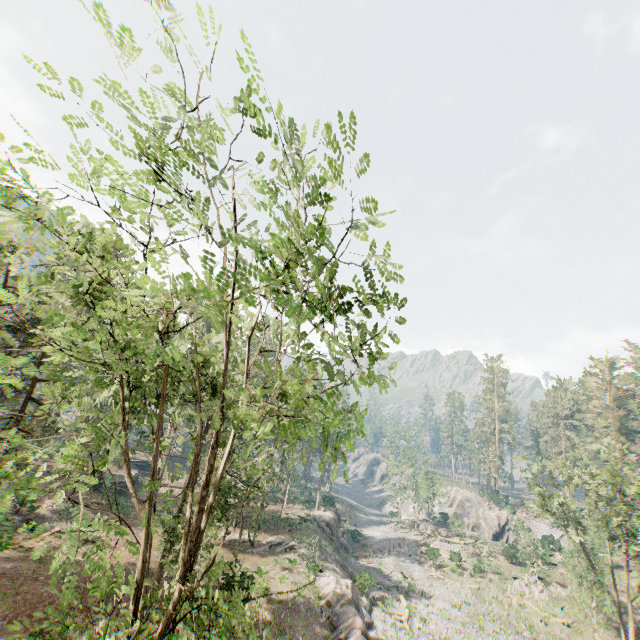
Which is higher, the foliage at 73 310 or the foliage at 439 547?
the foliage at 73 310

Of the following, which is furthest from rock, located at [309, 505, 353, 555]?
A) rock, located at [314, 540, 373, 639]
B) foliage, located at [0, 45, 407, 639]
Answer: foliage, located at [0, 45, 407, 639]

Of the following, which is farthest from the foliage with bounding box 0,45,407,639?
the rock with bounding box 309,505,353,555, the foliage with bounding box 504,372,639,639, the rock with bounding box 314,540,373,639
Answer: the rock with bounding box 309,505,353,555

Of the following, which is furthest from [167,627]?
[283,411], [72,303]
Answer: [283,411]

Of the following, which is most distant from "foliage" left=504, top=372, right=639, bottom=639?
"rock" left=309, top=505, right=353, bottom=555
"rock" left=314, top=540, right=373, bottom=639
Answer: "rock" left=309, top=505, right=353, bottom=555

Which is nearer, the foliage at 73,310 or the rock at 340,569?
the foliage at 73,310

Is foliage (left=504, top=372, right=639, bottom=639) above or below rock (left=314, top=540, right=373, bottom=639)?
above

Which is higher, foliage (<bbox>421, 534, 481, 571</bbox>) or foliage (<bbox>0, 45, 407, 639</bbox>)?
foliage (<bbox>0, 45, 407, 639</bbox>)
